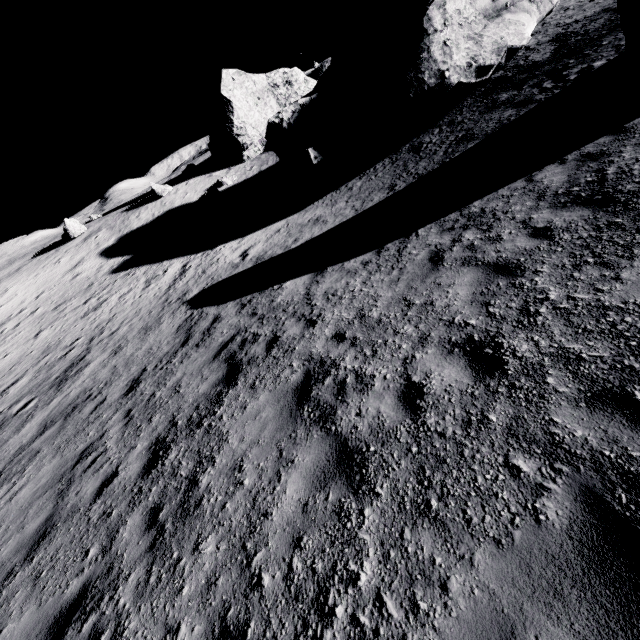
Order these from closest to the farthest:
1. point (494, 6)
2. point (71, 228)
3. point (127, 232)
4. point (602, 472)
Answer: point (602, 472) < point (494, 6) < point (127, 232) < point (71, 228)

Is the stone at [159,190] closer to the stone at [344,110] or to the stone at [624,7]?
the stone at [344,110]

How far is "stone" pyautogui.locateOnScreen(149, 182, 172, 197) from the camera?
32.09m

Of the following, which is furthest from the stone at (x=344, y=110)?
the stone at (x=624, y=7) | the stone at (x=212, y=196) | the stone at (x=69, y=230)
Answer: the stone at (x=69, y=230)

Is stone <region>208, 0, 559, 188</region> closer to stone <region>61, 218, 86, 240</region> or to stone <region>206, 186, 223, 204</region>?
stone <region>206, 186, 223, 204</region>

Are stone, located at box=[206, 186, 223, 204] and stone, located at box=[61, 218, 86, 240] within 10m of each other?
no

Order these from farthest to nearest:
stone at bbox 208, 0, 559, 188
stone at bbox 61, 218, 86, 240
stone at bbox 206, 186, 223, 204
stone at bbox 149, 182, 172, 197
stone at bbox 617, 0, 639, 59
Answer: stone at bbox 149, 182, 172, 197
stone at bbox 61, 218, 86, 240
stone at bbox 206, 186, 223, 204
stone at bbox 208, 0, 559, 188
stone at bbox 617, 0, 639, 59

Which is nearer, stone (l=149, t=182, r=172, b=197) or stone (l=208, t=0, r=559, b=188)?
stone (l=208, t=0, r=559, b=188)
